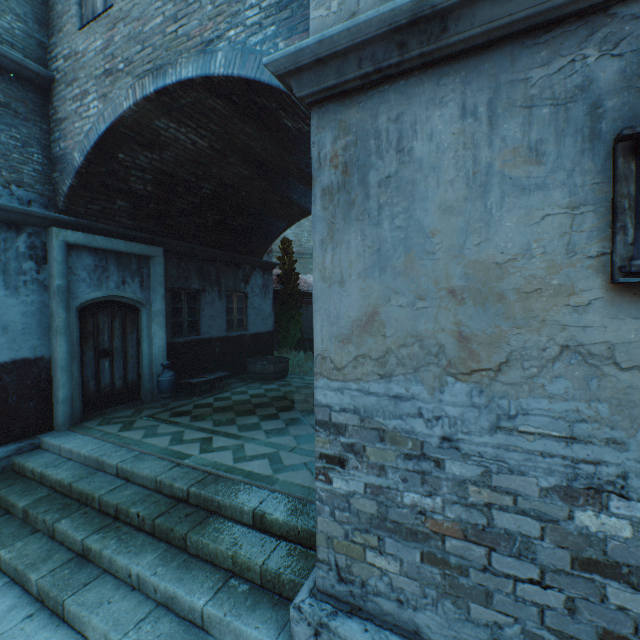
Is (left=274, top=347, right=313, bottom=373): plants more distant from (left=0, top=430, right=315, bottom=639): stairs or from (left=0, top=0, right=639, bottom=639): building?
(left=0, top=430, right=315, bottom=639): stairs

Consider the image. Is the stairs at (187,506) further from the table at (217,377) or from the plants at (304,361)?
the plants at (304,361)

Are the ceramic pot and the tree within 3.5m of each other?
no

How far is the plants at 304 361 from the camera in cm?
1117

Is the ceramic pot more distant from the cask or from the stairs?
the cask

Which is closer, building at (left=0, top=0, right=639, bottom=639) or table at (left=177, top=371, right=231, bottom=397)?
building at (left=0, top=0, right=639, bottom=639)

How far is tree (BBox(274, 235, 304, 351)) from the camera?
12.9m

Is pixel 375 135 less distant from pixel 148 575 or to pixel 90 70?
pixel 148 575
